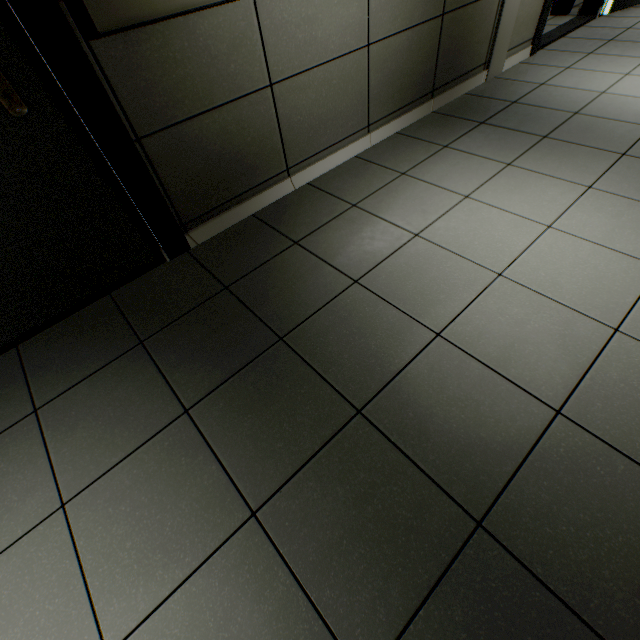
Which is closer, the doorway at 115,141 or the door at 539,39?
the doorway at 115,141

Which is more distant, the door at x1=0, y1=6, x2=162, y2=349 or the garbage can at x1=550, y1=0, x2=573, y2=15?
the garbage can at x1=550, y1=0, x2=573, y2=15

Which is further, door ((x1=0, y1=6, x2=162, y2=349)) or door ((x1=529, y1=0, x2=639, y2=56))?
door ((x1=529, y1=0, x2=639, y2=56))

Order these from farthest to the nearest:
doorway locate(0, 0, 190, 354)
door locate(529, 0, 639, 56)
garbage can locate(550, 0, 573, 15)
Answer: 1. garbage can locate(550, 0, 573, 15)
2. door locate(529, 0, 639, 56)
3. doorway locate(0, 0, 190, 354)

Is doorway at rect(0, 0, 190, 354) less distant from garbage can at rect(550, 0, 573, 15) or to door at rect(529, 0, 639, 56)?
door at rect(529, 0, 639, 56)

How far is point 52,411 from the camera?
1.40m

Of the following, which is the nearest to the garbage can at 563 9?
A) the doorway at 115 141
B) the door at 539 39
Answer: the door at 539 39
